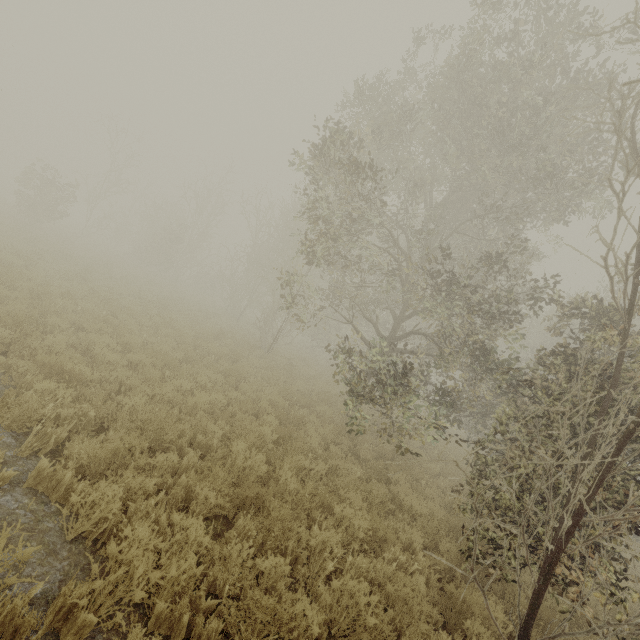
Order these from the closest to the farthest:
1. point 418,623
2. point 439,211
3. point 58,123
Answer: point 418,623 < point 439,211 < point 58,123
